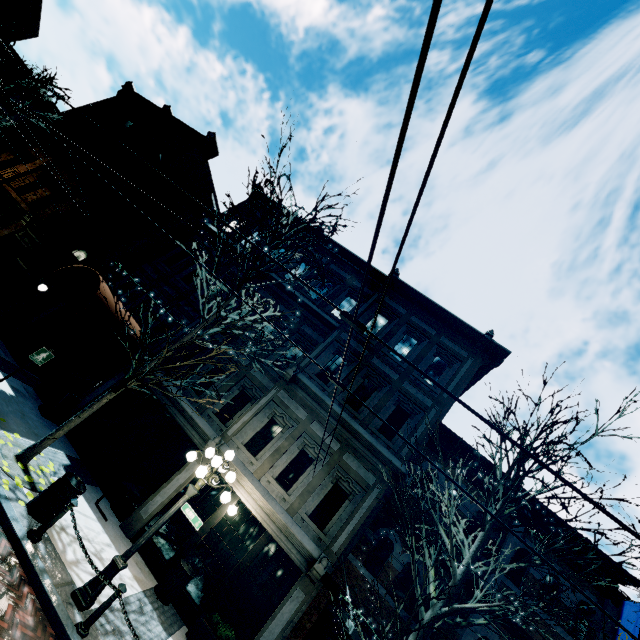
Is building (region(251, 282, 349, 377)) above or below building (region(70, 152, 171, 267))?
above

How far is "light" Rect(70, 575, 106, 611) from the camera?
5.96m

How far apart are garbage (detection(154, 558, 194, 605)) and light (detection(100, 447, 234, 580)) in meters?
2.9 m

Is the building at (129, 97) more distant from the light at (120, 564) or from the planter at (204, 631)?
the light at (120, 564)

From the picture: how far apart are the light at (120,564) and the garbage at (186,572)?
2.9m

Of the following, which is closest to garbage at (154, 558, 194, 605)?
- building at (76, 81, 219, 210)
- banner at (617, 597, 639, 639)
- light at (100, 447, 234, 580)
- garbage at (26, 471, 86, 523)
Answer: building at (76, 81, 219, 210)

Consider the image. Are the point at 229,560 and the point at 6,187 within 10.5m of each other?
no
